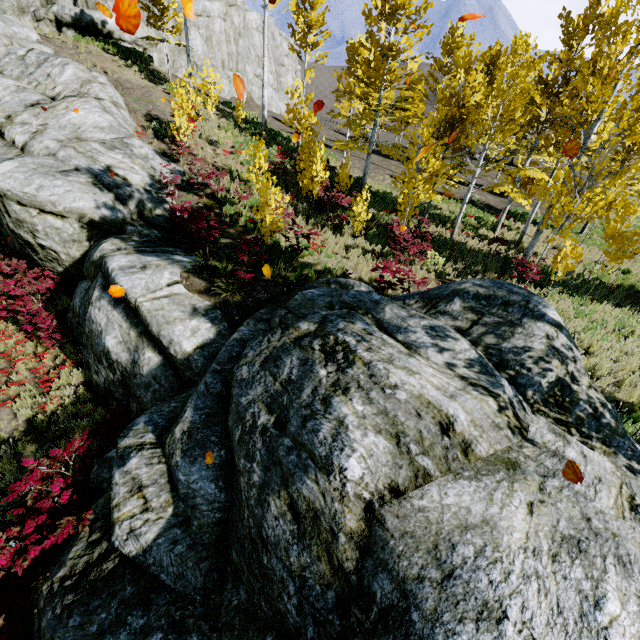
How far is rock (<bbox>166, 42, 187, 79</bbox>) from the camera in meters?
24.3 m

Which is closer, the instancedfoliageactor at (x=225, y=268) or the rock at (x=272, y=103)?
the instancedfoliageactor at (x=225, y=268)

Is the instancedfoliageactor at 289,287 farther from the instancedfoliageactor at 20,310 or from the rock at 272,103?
the rock at 272,103

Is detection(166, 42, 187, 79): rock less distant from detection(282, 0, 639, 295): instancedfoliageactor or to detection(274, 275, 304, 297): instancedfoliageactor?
detection(282, 0, 639, 295): instancedfoliageactor

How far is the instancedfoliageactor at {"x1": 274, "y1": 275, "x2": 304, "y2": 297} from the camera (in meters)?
8.04

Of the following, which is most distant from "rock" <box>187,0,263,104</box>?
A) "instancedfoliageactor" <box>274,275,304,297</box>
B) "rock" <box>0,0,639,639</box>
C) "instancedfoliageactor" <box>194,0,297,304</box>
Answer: "instancedfoliageactor" <box>274,275,304,297</box>

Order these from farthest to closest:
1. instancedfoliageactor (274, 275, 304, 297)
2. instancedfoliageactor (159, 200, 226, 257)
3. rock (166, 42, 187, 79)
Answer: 1. rock (166, 42, 187, 79)
2. instancedfoliageactor (159, 200, 226, 257)
3. instancedfoliageactor (274, 275, 304, 297)

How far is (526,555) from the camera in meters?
2.9
